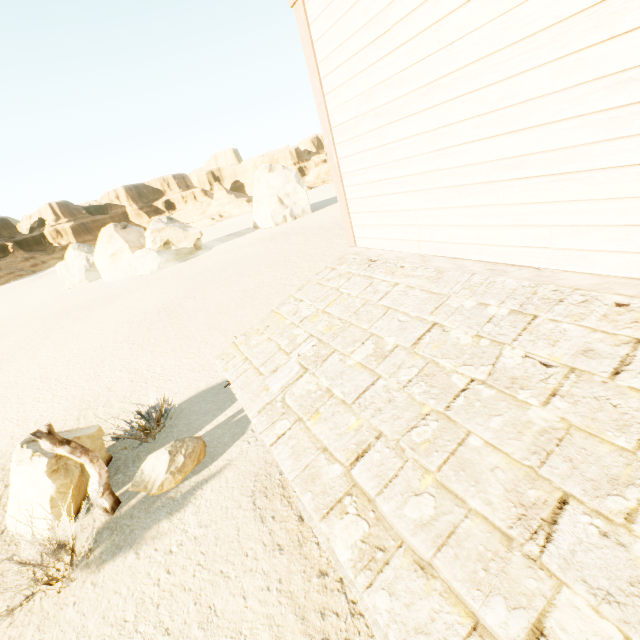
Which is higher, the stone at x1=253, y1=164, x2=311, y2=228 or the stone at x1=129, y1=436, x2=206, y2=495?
the stone at x1=253, y1=164, x2=311, y2=228

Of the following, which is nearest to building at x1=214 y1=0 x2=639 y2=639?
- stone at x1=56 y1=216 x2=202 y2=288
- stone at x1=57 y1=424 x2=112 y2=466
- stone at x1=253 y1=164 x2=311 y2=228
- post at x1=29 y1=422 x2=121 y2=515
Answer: post at x1=29 y1=422 x2=121 y2=515

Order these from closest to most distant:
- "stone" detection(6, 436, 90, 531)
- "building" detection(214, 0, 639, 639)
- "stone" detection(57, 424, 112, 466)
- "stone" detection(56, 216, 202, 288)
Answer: "building" detection(214, 0, 639, 639), "stone" detection(6, 436, 90, 531), "stone" detection(57, 424, 112, 466), "stone" detection(56, 216, 202, 288)

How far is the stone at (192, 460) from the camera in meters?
6.5 m

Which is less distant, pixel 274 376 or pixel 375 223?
pixel 274 376

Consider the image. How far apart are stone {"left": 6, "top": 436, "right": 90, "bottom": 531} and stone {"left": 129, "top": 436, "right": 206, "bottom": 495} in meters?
1.1 m

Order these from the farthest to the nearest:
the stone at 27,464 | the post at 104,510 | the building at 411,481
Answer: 1. the stone at 27,464
2. the post at 104,510
3. the building at 411,481

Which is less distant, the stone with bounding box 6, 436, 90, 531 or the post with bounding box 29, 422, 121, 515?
the post with bounding box 29, 422, 121, 515
